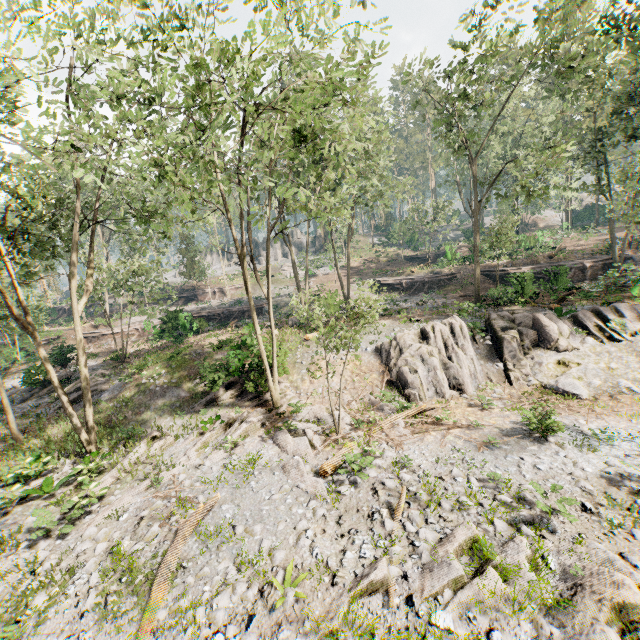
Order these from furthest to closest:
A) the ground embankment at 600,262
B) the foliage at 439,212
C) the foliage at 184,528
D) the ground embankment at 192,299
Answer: the ground embankment at 192,299 < the foliage at 439,212 < the ground embankment at 600,262 < the foliage at 184,528

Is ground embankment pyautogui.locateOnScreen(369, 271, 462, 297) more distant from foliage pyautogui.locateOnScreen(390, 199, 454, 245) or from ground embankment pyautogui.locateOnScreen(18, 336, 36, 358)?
ground embankment pyautogui.locateOnScreen(18, 336, 36, 358)

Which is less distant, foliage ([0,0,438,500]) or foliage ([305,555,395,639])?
foliage ([305,555,395,639])

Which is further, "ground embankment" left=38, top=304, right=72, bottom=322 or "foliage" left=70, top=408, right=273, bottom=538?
"ground embankment" left=38, top=304, right=72, bottom=322

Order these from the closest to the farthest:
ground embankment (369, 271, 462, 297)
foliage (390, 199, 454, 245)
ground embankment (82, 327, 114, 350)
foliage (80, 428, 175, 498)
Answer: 1. foliage (80, 428, 175, 498)
2. ground embankment (82, 327, 114, 350)
3. ground embankment (369, 271, 462, 297)
4. foliage (390, 199, 454, 245)

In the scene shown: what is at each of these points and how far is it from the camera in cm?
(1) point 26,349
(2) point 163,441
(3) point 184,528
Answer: (1) ground embankment, 3291
(2) foliage, 1501
(3) foliage, 949

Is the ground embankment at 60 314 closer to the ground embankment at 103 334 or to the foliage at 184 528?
the foliage at 184 528

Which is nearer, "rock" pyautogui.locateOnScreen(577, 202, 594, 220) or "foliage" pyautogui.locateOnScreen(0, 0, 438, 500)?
"foliage" pyautogui.locateOnScreen(0, 0, 438, 500)
